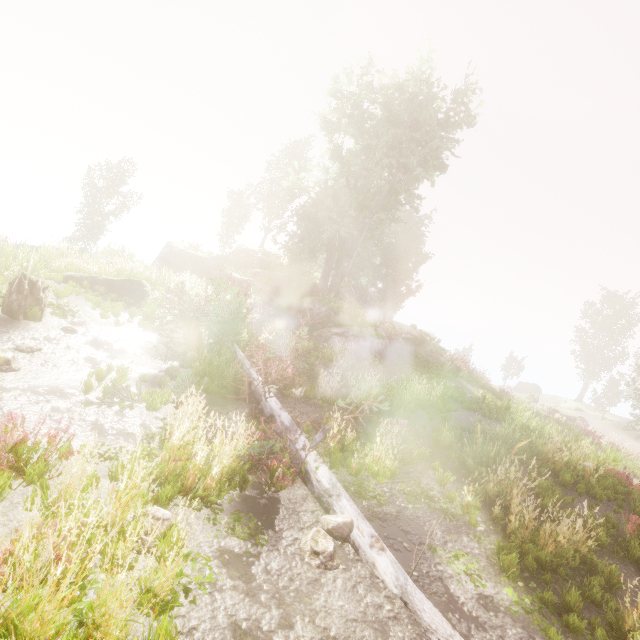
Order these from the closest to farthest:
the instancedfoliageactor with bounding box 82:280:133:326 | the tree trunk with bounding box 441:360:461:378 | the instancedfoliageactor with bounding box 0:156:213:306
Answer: the instancedfoliageactor with bounding box 82:280:133:326, the instancedfoliageactor with bounding box 0:156:213:306, the tree trunk with bounding box 441:360:461:378

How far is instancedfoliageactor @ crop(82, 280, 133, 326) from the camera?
11.4 meters

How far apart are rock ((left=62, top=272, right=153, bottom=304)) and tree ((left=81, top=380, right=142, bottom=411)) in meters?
8.2

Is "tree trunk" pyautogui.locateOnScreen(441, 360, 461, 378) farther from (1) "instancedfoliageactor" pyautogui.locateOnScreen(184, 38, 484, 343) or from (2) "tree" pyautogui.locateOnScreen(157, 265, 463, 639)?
(2) "tree" pyautogui.locateOnScreen(157, 265, 463, 639)

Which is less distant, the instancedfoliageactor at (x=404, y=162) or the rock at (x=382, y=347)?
the rock at (x=382, y=347)

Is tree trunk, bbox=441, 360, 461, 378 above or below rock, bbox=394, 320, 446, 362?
below

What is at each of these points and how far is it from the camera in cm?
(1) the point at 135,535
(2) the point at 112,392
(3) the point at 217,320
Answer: (1) instancedfoliageactor, 259
(2) tree, 638
(3) tree, 1029

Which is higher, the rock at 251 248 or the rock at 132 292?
the rock at 251 248
